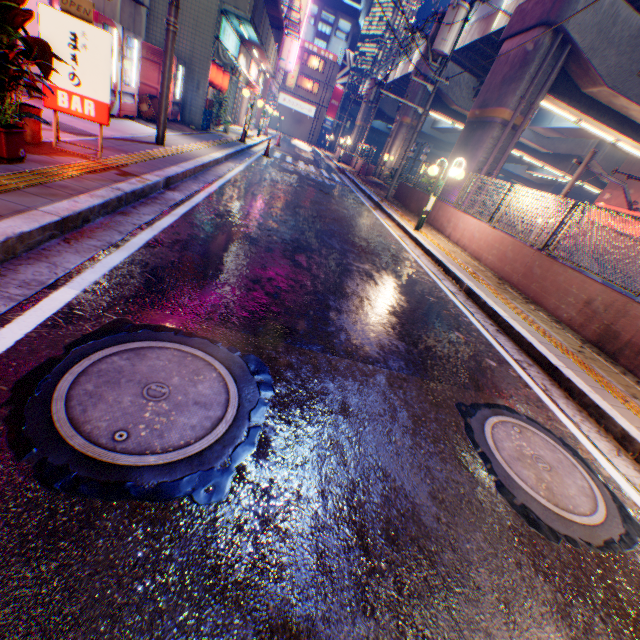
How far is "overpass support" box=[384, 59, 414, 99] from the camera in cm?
3088

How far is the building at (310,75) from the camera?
49.3m

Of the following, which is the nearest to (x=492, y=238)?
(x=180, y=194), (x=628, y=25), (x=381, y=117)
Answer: (x=180, y=194)

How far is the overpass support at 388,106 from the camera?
42.7 meters

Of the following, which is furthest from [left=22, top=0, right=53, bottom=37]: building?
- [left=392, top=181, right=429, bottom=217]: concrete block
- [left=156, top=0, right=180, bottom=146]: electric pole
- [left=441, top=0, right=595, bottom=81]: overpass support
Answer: [left=441, top=0, right=595, bottom=81]: overpass support

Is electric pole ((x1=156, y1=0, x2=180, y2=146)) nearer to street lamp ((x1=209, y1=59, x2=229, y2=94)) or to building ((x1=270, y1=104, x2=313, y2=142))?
street lamp ((x1=209, y1=59, x2=229, y2=94))

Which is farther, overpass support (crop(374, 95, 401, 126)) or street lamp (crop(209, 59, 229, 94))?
overpass support (crop(374, 95, 401, 126))

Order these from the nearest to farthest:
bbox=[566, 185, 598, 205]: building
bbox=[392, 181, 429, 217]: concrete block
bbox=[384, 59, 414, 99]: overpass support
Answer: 1. bbox=[392, 181, 429, 217]: concrete block
2. bbox=[384, 59, 414, 99]: overpass support
3. bbox=[566, 185, 598, 205]: building
